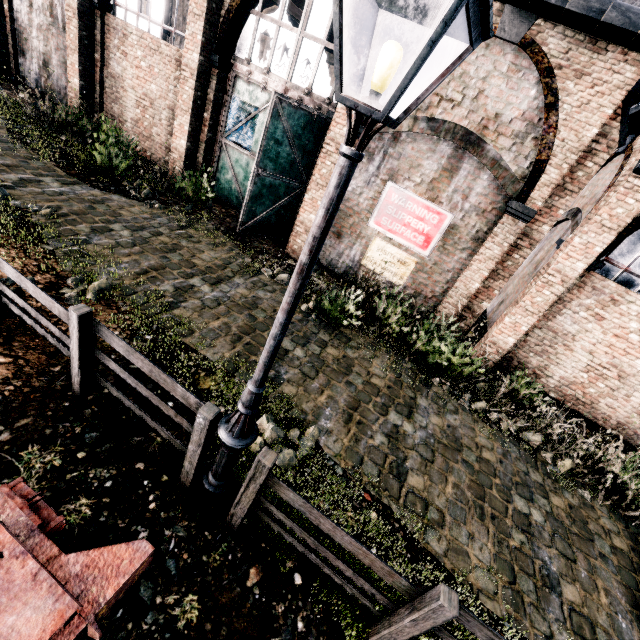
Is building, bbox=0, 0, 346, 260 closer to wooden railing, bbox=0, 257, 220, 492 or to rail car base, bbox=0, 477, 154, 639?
wooden railing, bbox=0, 257, 220, 492

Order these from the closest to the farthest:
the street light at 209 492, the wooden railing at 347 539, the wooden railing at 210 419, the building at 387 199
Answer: the street light at 209 492, the wooden railing at 347 539, the wooden railing at 210 419, the building at 387 199

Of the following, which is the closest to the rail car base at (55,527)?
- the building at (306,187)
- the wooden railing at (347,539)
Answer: the wooden railing at (347,539)

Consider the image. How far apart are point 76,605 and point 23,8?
23.0 meters

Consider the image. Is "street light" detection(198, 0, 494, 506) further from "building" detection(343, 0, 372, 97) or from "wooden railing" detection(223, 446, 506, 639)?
"building" detection(343, 0, 372, 97)

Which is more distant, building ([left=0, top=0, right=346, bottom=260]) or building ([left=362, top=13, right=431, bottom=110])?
building ([left=0, top=0, right=346, bottom=260])

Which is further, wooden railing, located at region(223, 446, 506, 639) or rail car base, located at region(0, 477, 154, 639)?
wooden railing, located at region(223, 446, 506, 639)

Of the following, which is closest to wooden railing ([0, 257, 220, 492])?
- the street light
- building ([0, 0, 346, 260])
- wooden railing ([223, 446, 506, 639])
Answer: the street light
